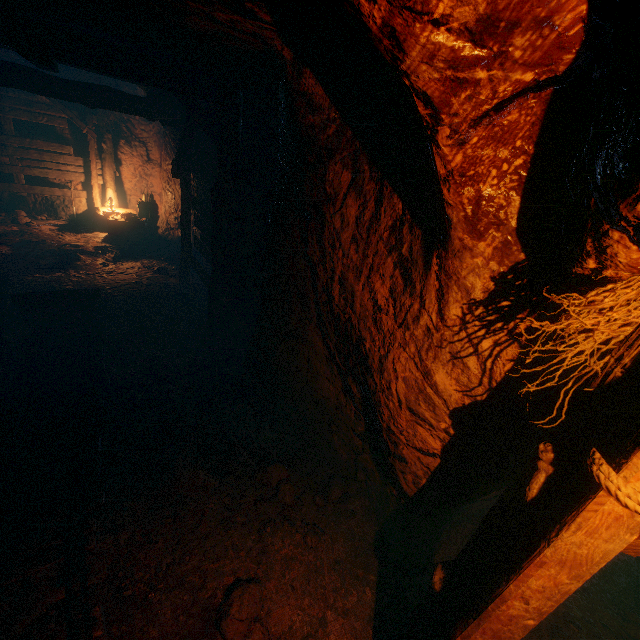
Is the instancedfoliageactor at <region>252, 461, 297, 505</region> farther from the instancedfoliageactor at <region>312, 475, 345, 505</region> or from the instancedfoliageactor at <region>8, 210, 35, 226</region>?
the instancedfoliageactor at <region>8, 210, 35, 226</region>

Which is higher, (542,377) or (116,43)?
(116,43)

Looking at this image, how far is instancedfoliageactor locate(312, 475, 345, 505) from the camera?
4.0 meters

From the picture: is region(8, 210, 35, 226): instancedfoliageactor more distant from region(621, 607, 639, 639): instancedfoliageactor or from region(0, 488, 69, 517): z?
region(621, 607, 639, 639): instancedfoliageactor

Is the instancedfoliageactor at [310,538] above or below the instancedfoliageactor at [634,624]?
below

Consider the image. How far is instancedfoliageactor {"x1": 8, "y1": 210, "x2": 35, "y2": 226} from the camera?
9.7 meters

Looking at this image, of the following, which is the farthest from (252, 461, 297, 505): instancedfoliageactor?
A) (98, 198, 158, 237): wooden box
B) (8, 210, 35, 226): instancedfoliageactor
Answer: (8, 210, 35, 226): instancedfoliageactor

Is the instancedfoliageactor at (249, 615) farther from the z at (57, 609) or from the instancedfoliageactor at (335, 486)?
the instancedfoliageactor at (335, 486)
